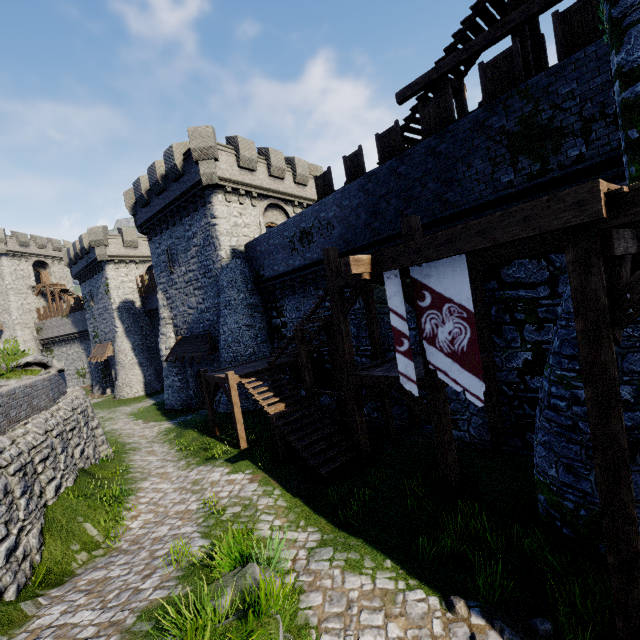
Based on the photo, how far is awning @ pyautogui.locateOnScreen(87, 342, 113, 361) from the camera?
33.02m

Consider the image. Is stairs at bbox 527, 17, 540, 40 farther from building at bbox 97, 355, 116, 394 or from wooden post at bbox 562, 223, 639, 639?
wooden post at bbox 562, 223, 639, 639

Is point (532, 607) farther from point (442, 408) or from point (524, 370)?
point (524, 370)

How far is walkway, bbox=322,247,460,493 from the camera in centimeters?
798cm

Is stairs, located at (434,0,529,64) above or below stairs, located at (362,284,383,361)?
above

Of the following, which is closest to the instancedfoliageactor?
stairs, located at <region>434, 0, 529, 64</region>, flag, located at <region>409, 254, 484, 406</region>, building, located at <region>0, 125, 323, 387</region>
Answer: flag, located at <region>409, 254, 484, 406</region>

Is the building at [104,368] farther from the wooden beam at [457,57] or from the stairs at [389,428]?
the wooden beam at [457,57]

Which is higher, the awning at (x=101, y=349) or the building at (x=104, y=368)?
the awning at (x=101, y=349)
